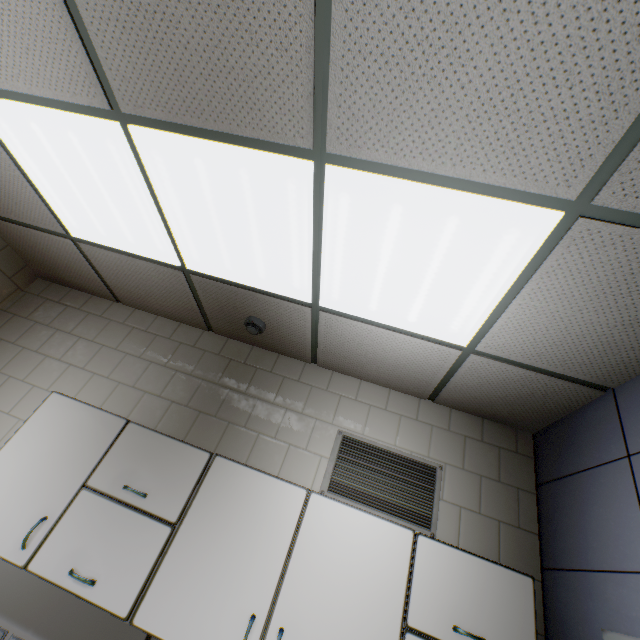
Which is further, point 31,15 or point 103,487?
point 103,487

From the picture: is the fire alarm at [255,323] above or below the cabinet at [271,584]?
above

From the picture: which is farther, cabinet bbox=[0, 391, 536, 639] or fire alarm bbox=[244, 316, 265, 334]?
fire alarm bbox=[244, 316, 265, 334]

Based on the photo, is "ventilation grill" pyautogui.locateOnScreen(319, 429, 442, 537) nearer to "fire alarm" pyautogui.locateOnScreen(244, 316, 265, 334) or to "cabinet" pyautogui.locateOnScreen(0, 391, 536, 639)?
"cabinet" pyautogui.locateOnScreen(0, 391, 536, 639)

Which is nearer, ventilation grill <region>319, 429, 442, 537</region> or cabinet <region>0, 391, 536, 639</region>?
cabinet <region>0, 391, 536, 639</region>

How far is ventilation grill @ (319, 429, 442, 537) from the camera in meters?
2.1 m

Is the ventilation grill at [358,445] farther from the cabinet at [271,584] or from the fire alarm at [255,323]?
the fire alarm at [255,323]

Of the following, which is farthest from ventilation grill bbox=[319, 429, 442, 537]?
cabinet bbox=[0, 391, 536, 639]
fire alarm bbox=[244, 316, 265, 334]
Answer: fire alarm bbox=[244, 316, 265, 334]
